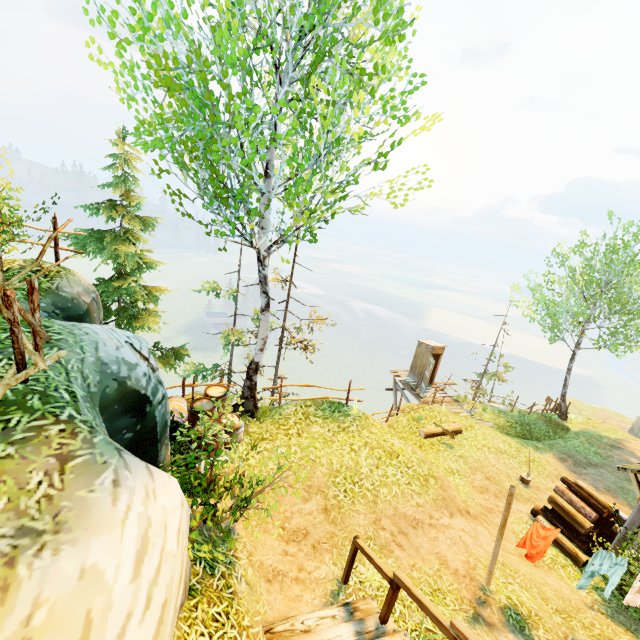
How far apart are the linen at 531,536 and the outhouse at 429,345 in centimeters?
1353cm

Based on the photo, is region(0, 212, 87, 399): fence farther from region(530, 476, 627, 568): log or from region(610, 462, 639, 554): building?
region(530, 476, 627, 568): log

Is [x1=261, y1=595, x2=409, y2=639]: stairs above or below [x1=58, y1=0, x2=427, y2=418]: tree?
below

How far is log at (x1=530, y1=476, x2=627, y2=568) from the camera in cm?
874

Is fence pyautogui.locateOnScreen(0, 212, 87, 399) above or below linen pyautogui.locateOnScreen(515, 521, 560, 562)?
above

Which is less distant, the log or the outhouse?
the log

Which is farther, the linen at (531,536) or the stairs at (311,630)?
the linen at (531,536)

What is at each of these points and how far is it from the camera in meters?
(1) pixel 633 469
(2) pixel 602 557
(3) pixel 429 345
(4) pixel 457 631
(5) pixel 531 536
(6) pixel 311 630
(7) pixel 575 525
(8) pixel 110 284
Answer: (1) building, 8.1
(2) linen, 6.0
(3) outhouse, 19.6
(4) rail, 3.4
(5) linen, 6.3
(6) stairs, 4.5
(7) log, 9.0
(8) tree, 10.4
